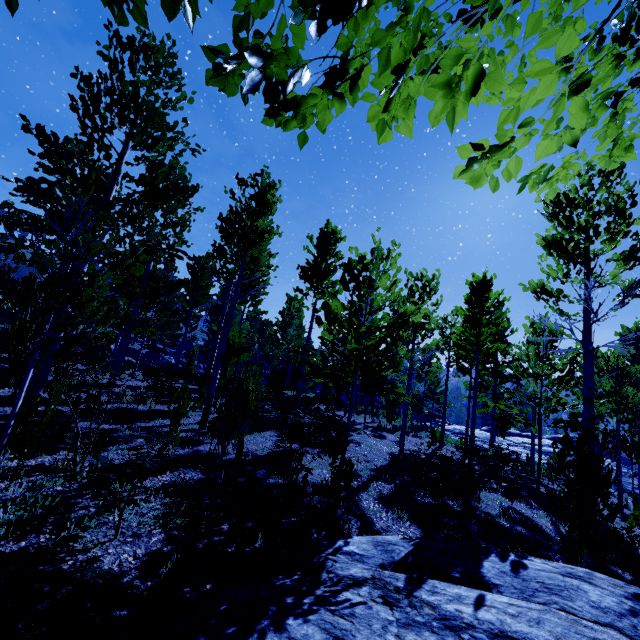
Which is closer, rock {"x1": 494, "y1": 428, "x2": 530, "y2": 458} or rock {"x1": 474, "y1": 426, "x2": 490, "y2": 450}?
rock {"x1": 494, "y1": 428, "x2": 530, "y2": 458}

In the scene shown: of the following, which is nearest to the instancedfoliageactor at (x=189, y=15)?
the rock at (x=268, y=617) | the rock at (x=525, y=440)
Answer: the rock at (x=268, y=617)

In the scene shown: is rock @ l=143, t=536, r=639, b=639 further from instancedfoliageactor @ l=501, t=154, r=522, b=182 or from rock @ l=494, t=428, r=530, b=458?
rock @ l=494, t=428, r=530, b=458

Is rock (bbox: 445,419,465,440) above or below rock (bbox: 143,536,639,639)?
above

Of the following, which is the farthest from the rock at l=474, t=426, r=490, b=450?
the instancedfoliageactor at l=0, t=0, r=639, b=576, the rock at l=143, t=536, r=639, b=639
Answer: the rock at l=143, t=536, r=639, b=639

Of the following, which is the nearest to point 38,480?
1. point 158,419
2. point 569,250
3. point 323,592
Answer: point 323,592

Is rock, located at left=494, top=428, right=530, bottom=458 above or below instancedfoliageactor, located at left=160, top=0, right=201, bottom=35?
below

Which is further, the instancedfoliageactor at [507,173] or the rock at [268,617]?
the rock at [268,617]
